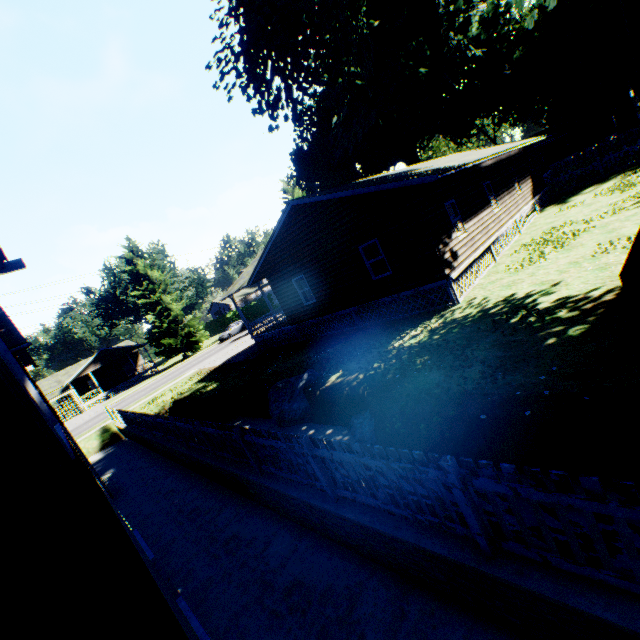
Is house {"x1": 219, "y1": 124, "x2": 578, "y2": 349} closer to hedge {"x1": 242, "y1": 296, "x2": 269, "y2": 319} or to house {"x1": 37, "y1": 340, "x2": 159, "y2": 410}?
hedge {"x1": 242, "y1": 296, "x2": 269, "y2": 319}

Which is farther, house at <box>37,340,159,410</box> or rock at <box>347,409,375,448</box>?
house at <box>37,340,159,410</box>

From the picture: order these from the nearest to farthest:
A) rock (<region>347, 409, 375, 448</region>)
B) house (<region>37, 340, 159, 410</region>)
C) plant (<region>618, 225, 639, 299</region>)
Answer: plant (<region>618, 225, 639, 299</region>) < rock (<region>347, 409, 375, 448</region>) < house (<region>37, 340, 159, 410</region>)

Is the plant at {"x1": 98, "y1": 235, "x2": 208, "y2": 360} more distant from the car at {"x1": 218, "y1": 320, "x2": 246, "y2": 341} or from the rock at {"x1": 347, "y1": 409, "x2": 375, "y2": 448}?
the rock at {"x1": 347, "y1": 409, "x2": 375, "y2": 448}

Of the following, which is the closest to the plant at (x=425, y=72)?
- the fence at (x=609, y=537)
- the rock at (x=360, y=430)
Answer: the fence at (x=609, y=537)

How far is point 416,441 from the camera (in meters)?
6.88

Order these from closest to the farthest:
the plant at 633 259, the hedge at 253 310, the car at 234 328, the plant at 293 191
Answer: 1. the plant at 633 259
2. the plant at 293 191
3. the car at 234 328
4. the hedge at 253 310

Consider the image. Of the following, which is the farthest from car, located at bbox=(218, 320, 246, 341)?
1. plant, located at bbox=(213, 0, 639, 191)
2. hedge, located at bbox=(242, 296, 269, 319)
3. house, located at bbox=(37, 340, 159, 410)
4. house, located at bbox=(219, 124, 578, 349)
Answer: house, located at bbox=(219, 124, 578, 349)
